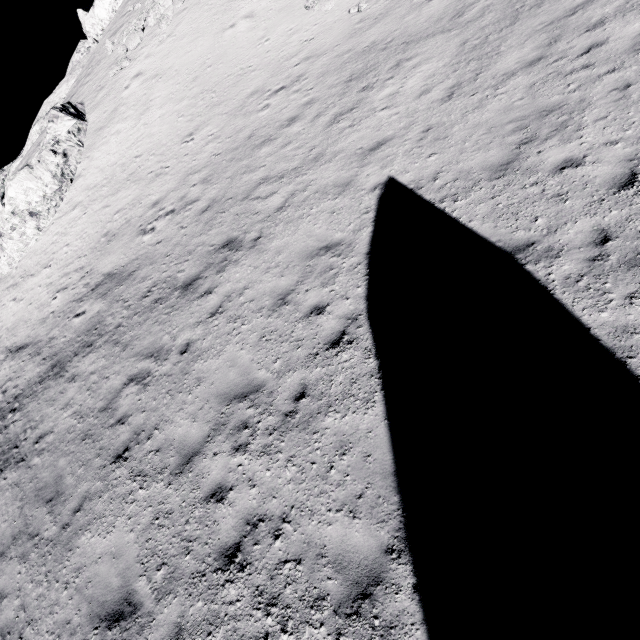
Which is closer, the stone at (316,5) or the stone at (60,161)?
the stone at (316,5)

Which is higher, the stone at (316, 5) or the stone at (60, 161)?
the stone at (60, 161)

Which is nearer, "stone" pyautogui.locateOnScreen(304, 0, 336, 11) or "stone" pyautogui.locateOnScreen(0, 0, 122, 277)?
"stone" pyautogui.locateOnScreen(304, 0, 336, 11)

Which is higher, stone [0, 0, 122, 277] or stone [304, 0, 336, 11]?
stone [0, 0, 122, 277]

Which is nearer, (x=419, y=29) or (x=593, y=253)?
(x=593, y=253)
